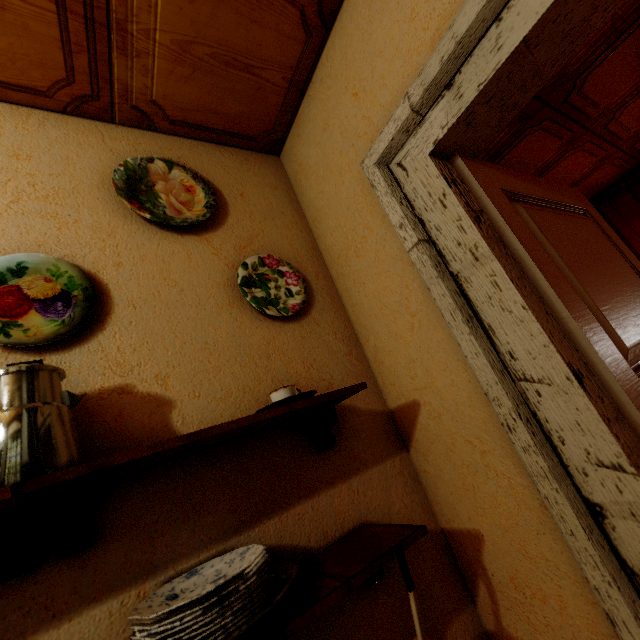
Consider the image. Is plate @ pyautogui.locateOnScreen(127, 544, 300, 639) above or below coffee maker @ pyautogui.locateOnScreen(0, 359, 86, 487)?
below

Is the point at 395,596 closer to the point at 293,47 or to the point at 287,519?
the point at 287,519

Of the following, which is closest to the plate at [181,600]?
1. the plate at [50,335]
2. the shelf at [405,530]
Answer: the shelf at [405,530]

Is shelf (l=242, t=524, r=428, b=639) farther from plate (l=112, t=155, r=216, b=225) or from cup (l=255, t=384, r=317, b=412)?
plate (l=112, t=155, r=216, b=225)

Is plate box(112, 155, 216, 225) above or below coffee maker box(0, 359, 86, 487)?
above

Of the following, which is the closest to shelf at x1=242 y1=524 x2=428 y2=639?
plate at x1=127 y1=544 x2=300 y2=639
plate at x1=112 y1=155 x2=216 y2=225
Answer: plate at x1=127 y1=544 x2=300 y2=639

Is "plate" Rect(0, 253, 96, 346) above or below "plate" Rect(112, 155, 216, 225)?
below

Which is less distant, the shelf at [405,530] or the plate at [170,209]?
the shelf at [405,530]
